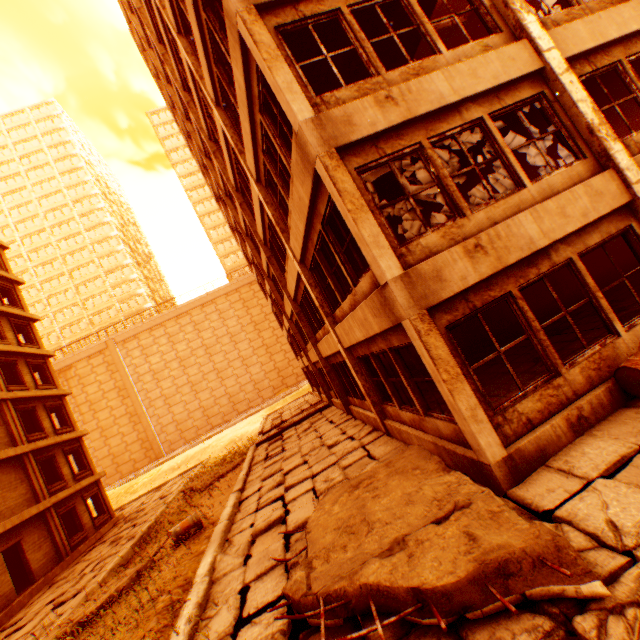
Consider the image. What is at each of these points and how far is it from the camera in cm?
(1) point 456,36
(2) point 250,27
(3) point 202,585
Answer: (1) floor rubble, 1340
(2) pillar, 547
(3) concrete curb, 588

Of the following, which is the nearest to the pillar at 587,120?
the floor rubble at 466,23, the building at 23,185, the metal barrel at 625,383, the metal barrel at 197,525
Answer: the floor rubble at 466,23

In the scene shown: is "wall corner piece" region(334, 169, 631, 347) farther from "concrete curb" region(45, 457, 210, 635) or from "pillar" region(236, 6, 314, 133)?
"concrete curb" region(45, 457, 210, 635)

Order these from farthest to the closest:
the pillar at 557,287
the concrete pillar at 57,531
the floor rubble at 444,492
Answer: the concrete pillar at 57,531
the pillar at 557,287
the floor rubble at 444,492

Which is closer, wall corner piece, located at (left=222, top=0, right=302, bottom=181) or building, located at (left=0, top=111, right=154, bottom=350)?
wall corner piece, located at (left=222, top=0, right=302, bottom=181)

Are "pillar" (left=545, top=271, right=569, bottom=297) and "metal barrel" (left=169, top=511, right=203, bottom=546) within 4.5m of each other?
no

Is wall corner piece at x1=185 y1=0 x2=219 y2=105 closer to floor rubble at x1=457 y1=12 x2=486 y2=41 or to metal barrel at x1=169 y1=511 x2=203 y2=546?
floor rubble at x1=457 y1=12 x2=486 y2=41
